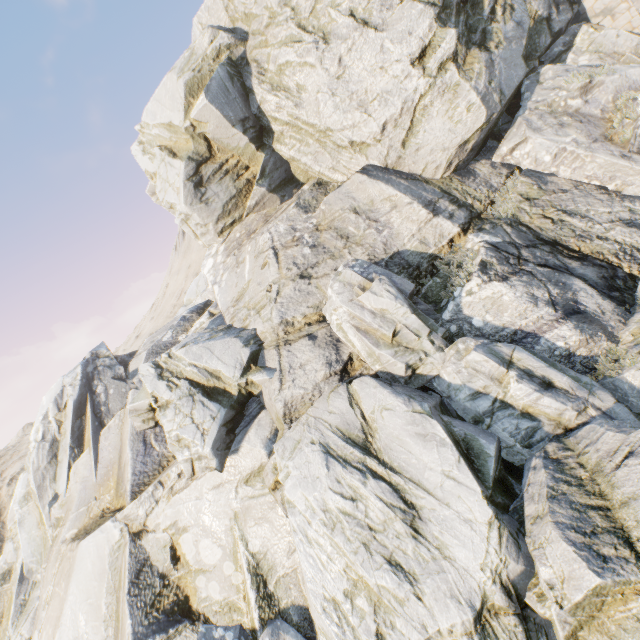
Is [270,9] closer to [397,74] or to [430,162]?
[397,74]
